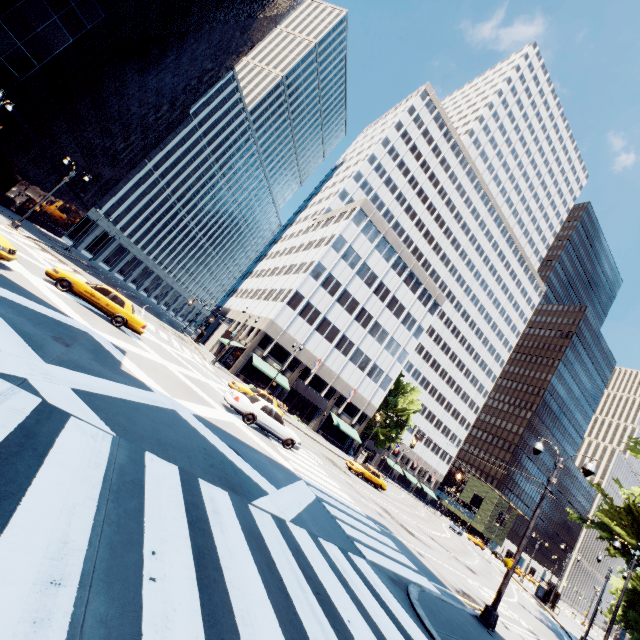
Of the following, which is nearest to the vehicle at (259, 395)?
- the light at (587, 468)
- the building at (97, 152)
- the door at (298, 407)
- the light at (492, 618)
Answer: the light at (492, 618)

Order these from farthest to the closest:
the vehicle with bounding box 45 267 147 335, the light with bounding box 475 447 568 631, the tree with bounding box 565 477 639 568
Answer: the tree with bounding box 565 477 639 568, the vehicle with bounding box 45 267 147 335, the light with bounding box 475 447 568 631

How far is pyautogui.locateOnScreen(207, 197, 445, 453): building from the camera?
45.5m

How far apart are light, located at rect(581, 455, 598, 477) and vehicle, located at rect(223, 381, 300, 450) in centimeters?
1282cm

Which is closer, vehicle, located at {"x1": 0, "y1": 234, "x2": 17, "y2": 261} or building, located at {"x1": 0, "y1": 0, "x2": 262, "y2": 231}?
vehicle, located at {"x1": 0, "y1": 234, "x2": 17, "y2": 261}

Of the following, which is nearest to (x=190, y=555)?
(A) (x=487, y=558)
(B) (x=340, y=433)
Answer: (B) (x=340, y=433)

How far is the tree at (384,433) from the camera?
55.78m

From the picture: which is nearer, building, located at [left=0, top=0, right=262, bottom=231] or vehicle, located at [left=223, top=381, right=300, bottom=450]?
vehicle, located at [left=223, top=381, right=300, bottom=450]
